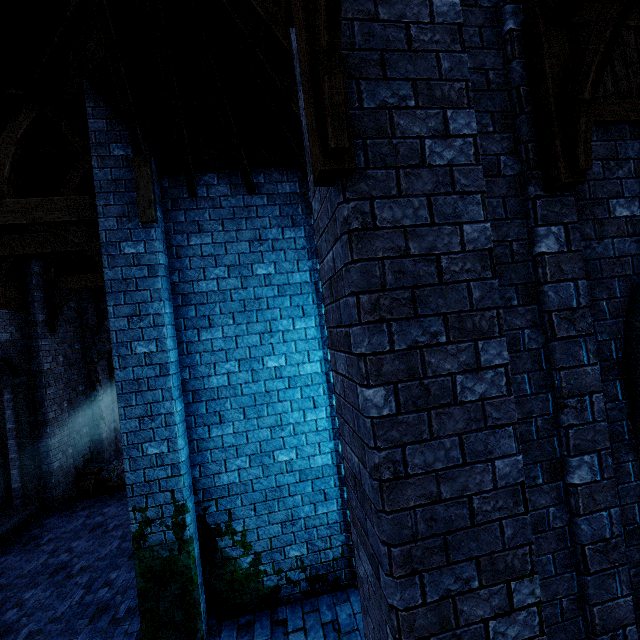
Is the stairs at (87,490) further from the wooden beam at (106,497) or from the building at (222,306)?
the building at (222,306)

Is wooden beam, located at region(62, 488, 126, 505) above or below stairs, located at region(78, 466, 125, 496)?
below

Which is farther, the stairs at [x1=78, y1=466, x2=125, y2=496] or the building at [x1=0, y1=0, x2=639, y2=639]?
the stairs at [x1=78, y1=466, x2=125, y2=496]

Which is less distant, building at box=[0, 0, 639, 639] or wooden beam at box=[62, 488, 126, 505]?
building at box=[0, 0, 639, 639]

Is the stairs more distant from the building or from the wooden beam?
the building

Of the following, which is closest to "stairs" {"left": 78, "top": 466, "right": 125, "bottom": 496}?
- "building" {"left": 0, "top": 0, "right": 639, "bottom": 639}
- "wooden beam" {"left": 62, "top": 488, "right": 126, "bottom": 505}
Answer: "wooden beam" {"left": 62, "top": 488, "right": 126, "bottom": 505}

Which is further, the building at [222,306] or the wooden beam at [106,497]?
the wooden beam at [106,497]

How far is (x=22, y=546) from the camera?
7.8 meters
